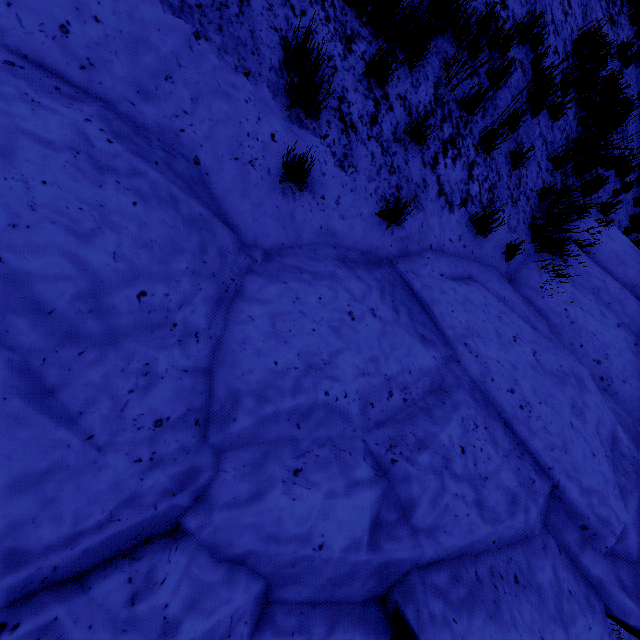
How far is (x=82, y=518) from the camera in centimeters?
142cm

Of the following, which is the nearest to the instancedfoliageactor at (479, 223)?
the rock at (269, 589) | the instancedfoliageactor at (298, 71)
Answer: the rock at (269, 589)

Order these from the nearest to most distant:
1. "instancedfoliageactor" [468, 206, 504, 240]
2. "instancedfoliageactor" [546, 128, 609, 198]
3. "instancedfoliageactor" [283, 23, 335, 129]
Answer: "instancedfoliageactor" [283, 23, 335, 129], "instancedfoliageactor" [468, 206, 504, 240], "instancedfoliageactor" [546, 128, 609, 198]

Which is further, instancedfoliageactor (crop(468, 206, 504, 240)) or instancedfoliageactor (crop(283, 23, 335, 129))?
instancedfoliageactor (crop(468, 206, 504, 240))

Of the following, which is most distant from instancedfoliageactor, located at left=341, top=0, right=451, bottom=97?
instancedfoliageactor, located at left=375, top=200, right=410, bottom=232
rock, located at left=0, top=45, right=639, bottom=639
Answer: rock, located at left=0, top=45, right=639, bottom=639

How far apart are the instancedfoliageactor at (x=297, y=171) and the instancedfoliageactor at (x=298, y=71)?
0.4 meters

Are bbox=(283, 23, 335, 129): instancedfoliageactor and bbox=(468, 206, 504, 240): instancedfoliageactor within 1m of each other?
no

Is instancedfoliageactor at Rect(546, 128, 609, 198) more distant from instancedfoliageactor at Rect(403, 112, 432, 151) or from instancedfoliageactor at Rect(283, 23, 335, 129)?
instancedfoliageactor at Rect(283, 23, 335, 129)
